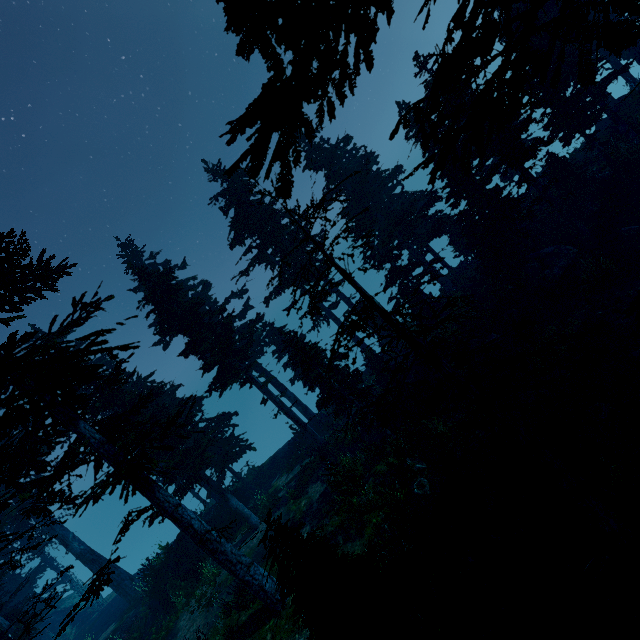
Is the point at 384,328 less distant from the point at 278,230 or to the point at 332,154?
the point at 278,230

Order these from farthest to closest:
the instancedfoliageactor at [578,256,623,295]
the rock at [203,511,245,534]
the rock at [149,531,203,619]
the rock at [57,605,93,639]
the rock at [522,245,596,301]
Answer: the rock at [57,605,93,639]
the rock at [203,511,245,534]
the rock at [149,531,203,619]
the rock at [522,245,596,301]
the instancedfoliageactor at [578,256,623,295]

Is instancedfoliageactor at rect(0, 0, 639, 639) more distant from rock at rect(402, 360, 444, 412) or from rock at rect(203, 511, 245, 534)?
rock at rect(402, 360, 444, 412)

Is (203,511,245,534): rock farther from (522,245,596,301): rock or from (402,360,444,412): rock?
(522,245,596,301): rock

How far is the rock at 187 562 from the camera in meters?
17.7

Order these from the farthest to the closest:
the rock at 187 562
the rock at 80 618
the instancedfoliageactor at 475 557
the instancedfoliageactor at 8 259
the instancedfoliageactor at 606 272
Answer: the rock at 80 618 < the rock at 187 562 < the instancedfoliageactor at 606 272 < the instancedfoliageactor at 8 259 < the instancedfoliageactor at 475 557

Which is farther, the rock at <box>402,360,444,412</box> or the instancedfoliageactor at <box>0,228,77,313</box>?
the rock at <box>402,360,444,412</box>
